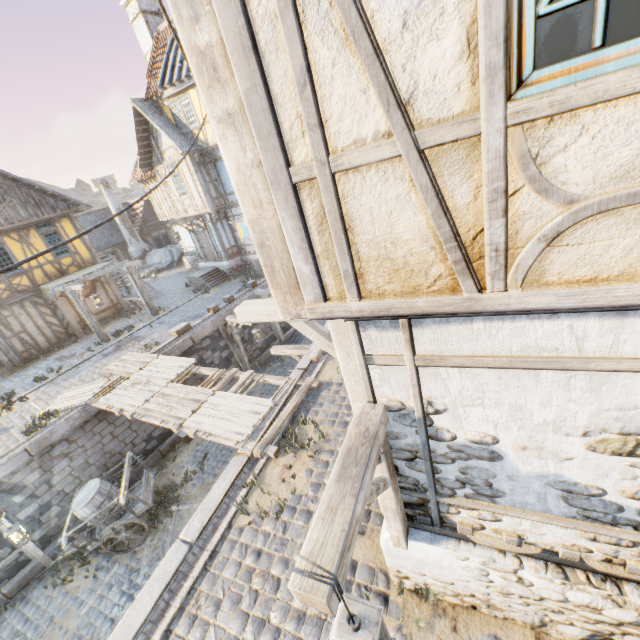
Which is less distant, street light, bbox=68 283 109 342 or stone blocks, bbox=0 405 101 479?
stone blocks, bbox=0 405 101 479

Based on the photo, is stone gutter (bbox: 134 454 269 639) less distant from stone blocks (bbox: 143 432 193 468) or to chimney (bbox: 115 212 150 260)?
stone blocks (bbox: 143 432 193 468)

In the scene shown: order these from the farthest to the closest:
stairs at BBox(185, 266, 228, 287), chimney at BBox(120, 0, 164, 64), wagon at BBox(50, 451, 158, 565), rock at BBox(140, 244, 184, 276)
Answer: rock at BBox(140, 244, 184, 276)
stairs at BBox(185, 266, 228, 287)
chimney at BBox(120, 0, 164, 64)
wagon at BBox(50, 451, 158, 565)

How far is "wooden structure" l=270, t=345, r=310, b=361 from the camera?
Answer: 9.91m

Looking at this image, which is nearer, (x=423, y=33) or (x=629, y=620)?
(x=423, y=33)

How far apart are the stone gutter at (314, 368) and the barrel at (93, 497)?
6.49m

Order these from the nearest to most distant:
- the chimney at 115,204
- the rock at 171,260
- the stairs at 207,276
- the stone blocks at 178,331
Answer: the stone blocks at 178,331
the stairs at 207,276
the chimney at 115,204
the rock at 171,260

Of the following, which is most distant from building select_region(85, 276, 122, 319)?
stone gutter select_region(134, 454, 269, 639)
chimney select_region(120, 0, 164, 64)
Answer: stone gutter select_region(134, 454, 269, 639)
